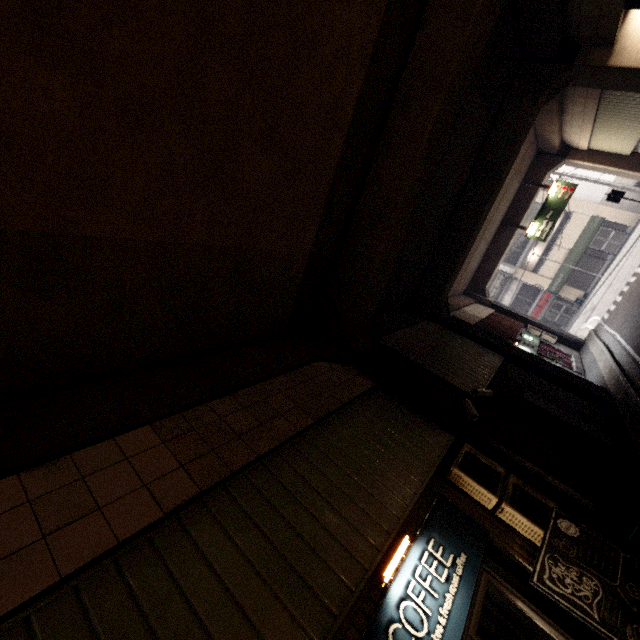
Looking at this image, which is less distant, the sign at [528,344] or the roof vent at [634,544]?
the roof vent at [634,544]

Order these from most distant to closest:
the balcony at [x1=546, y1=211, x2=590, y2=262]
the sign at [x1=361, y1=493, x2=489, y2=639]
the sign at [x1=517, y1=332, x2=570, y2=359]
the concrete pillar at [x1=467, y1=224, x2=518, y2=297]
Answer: the balcony at [x1=546, y1=211, x2=590, y2=262], the concrete pillar at [x1=467, y1=224, x2=518, y2=297], the sign at [x1=517, y1=332, x2=570, y2=359], the sign at [x1=361, y1=493, x2=489, y2=639]

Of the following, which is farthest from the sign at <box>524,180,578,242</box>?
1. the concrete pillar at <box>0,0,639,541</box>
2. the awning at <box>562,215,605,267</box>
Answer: the awning at <box>562,215,605,267</box>

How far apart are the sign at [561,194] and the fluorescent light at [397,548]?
20.2 meters

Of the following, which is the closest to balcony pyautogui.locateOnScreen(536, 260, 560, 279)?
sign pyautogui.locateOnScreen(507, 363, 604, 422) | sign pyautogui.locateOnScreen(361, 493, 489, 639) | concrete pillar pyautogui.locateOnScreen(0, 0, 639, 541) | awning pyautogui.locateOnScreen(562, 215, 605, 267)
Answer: awning pyautogui.locateOnScreen(562, 215, 605, 267)

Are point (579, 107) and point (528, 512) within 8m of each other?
no

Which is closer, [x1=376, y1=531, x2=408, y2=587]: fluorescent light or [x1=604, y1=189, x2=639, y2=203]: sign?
[x1=376, y1=531, x2=408, y2=587]: fluorescent light

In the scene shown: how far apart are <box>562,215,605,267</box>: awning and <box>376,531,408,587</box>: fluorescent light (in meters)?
33.11
